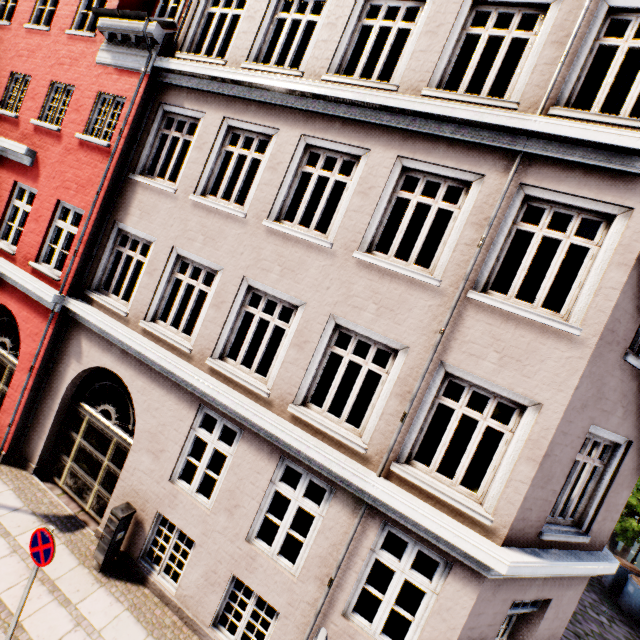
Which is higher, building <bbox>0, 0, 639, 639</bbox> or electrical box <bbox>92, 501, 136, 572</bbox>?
building <bbox>0, 0, 639, 639</bbox>

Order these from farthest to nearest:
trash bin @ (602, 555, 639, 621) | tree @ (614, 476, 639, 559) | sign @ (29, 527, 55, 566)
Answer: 1. tree @ (614, 476, 639, 559)
2. trash bin @ (602, 555, 639, 621)
3. sign @ (29, 527, 55, 566)

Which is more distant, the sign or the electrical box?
the electrical box

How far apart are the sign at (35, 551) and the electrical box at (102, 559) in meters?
1.5

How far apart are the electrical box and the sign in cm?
150

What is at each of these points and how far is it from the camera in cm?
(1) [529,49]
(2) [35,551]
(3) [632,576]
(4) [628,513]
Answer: (1) building, 519
(2) sign, 480
(3) trash bin, 1320
(4) tree, 1677

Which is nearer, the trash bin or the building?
the building

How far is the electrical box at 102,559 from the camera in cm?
630
